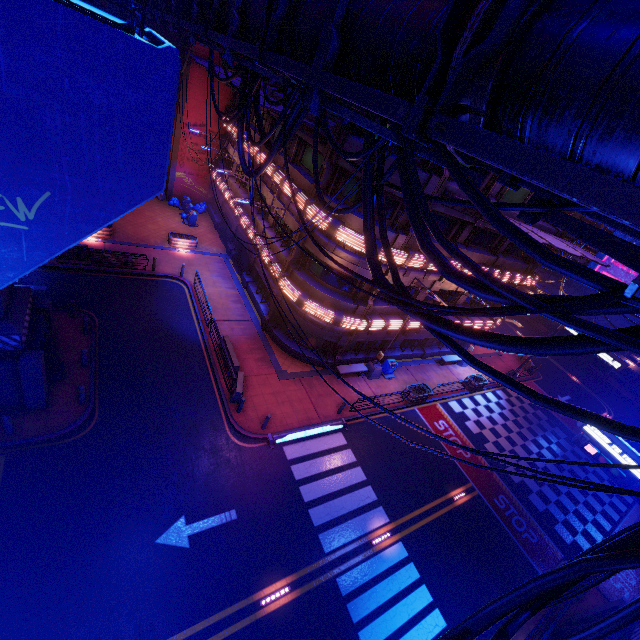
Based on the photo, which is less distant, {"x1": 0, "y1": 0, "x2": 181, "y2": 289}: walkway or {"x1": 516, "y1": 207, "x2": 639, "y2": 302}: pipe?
{"x1": 516, "y1": 207, "x2": 639, "y2": 302}: pipe

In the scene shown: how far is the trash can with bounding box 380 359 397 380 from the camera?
23.41m

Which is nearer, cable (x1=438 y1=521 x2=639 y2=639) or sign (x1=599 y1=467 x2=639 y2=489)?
cable (x1=438 y1=521 x2=639 y2=639)

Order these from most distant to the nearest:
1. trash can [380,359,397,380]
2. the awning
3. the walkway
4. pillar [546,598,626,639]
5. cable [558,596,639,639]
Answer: trash can [380,359,397,380] < the awning < pillar [546,598,626,639] < the walkway < cable [558,596,639,639]

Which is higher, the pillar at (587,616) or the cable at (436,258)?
the cable at (436,258)

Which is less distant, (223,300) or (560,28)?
(560,28)

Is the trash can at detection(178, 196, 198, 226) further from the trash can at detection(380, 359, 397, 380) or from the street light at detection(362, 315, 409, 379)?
the trash can at detection(380, 359, 397, 380)

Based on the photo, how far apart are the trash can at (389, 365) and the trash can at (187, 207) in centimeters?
2298cm
